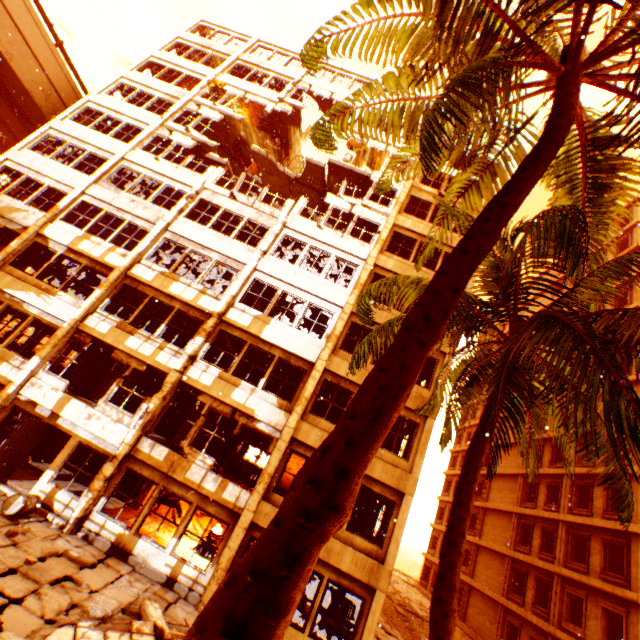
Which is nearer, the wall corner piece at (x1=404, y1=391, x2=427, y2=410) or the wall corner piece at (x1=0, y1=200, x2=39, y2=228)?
the wall corner piece at (x1=404, y1=391, x2=427, y2=410)

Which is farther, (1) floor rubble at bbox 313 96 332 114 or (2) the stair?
(2) the stair

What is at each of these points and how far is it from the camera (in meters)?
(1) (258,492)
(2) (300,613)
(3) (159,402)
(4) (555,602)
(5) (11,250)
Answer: (1) pillar, 11.20
(2) rock pile, 11.55
(3) pillar, 12.13
(4) concrete pillar, 19.33
(5) pillar, 14.55

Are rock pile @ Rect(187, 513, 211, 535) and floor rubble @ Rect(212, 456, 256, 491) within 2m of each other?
yes

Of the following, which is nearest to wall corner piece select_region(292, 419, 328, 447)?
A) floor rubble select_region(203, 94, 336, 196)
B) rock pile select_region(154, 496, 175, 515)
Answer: floor rubble select_region(203, 94, 336, 196)

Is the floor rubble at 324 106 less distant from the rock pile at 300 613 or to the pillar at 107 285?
the pillar at 107 285

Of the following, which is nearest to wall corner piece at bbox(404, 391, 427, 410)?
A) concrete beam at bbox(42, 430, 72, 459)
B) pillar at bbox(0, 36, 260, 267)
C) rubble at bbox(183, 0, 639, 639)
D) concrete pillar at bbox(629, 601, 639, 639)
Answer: pillar at bbox(0, 36, 260, 267)

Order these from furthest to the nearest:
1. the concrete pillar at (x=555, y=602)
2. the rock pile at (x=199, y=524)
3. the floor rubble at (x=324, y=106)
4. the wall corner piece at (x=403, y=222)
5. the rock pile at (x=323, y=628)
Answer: the floor rubble at (x=324, y=106), the concrete pillar at (x=555, y=602), the wall corner piece at (x=403, y=222), the rock pile at (x=199, y=524), the rock pile at (x=323, y=628)
